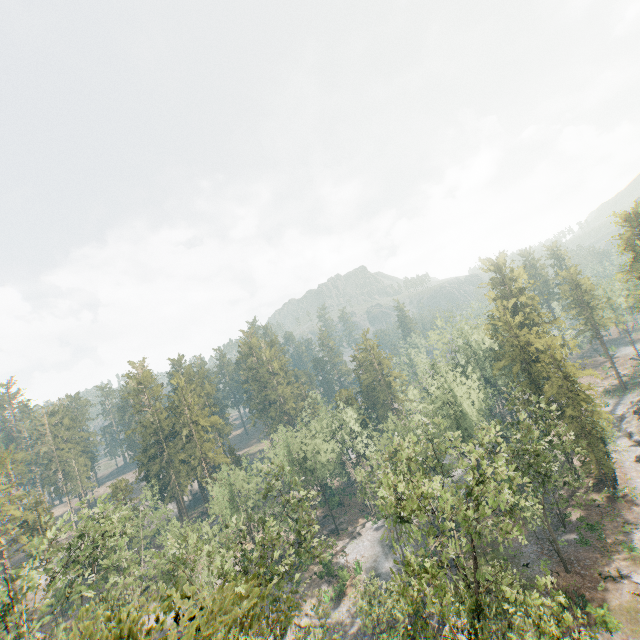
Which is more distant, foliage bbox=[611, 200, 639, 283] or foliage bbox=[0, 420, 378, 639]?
foliage bbox=[611, 200, 639, 283]

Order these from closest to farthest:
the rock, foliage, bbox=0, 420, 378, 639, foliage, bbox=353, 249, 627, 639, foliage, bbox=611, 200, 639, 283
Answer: foliage, bbox=0, 420, 378, 639 → foliage, bbox=353, 249, 627, 639 → the rock → foliage, bbox=611, 200, 639, 283

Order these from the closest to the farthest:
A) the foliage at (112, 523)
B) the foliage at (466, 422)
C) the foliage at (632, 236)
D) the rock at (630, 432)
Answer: the foliage at (112, 523) < the foliage at (466, 422) < the rock at (630, 432) < the foliage at (632, 236)

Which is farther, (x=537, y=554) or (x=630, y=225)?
(x=630, y=225)

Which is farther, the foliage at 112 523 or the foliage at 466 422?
the foliage at 466 422

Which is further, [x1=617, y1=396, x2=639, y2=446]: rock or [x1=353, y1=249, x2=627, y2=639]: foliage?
[x1=617, y1=396, x2=639, y2=446]: rock

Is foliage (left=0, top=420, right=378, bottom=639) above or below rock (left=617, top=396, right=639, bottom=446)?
above
